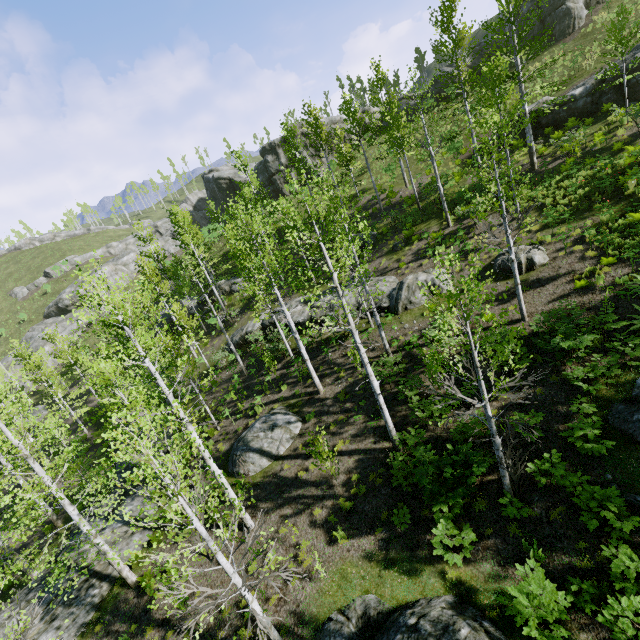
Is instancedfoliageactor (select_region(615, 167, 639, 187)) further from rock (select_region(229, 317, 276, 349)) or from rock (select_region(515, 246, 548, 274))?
rock (select_region(515, 246, 548, 274))

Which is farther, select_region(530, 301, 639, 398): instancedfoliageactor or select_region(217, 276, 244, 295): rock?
select_region(217, 276, 244, 295): rock

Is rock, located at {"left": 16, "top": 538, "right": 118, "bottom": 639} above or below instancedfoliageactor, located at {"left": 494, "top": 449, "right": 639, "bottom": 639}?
below

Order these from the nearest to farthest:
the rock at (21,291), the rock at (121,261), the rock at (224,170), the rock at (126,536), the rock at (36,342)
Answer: the rock at (126,536)
the rock at (36,342)
the rock at (121,261)
the rock at (224,170)
the rock at (21,291)

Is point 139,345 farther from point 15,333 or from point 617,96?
point 15,333

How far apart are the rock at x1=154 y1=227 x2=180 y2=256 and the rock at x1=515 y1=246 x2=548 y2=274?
53.0m

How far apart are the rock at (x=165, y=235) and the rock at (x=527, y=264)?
53.0 meters

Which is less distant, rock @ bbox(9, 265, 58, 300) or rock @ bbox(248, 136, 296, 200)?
rock @ bbox(248, 136, 296, 200)
